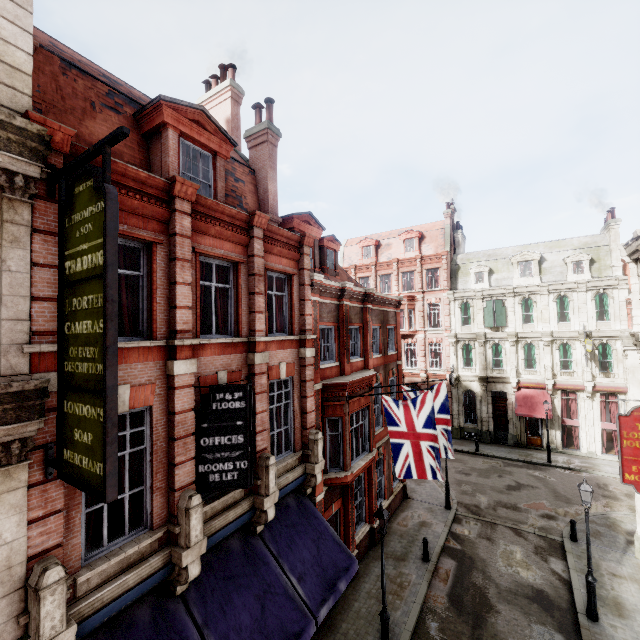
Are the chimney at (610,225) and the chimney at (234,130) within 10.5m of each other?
no

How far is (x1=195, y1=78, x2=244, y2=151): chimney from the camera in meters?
13.6

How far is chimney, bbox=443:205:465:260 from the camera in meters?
33.7 m

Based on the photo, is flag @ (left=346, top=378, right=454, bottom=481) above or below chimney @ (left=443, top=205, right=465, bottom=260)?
below

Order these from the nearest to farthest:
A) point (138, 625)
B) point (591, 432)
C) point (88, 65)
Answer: point (138, 625), point (88, 65), point (591, 432)

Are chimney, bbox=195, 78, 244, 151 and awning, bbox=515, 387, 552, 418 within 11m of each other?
no

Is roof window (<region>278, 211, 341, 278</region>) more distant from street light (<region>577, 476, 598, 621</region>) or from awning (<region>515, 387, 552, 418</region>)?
awning (<region>515, 387, 552, 418</region>)

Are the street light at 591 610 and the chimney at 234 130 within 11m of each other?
no
